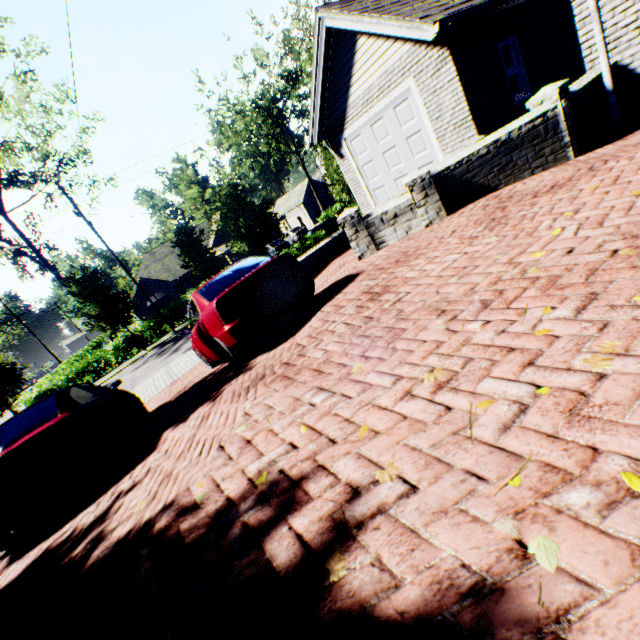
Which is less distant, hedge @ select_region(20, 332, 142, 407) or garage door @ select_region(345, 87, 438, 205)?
garage door @ select_region(345, 87, 438, 205)

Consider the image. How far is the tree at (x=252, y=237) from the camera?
15.9 meters

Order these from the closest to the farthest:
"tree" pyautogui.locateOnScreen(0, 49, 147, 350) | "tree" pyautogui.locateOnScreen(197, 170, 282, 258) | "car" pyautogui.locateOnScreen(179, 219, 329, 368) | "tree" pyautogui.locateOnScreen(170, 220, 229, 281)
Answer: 1. "car" pyautogui.locateOnScreen(179, 219, 329, 368)
2. "tree" pyautogui.locateOnScreen(197, 170, 282, 258)
3. "tree" pyautogui.locateOnScreen(0, 49, 147, 350)
4. "tree" pyautogui.locateOnScreen(170, 220, 229, 281)

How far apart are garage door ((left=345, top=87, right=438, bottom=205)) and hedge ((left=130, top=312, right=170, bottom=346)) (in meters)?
21.27

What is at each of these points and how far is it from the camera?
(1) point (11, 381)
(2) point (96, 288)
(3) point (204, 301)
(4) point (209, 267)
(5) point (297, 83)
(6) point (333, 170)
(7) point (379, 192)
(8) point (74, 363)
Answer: (1) tree, 19.97m
(2) tree, 21.14m
(3) car, 5.38m
(4) tree, 24.27m
(5) tree, 43.94m
(6) tree, 20.52m
(7) garage door, 11.71m
(8) hedge, 24.34m

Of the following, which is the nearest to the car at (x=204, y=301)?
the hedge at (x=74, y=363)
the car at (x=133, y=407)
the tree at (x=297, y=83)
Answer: the car at (x=133, y=407)

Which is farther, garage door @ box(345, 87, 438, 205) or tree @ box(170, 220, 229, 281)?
tree @ box(170, 220, 229, 281)

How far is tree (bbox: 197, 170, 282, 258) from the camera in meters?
15.9
